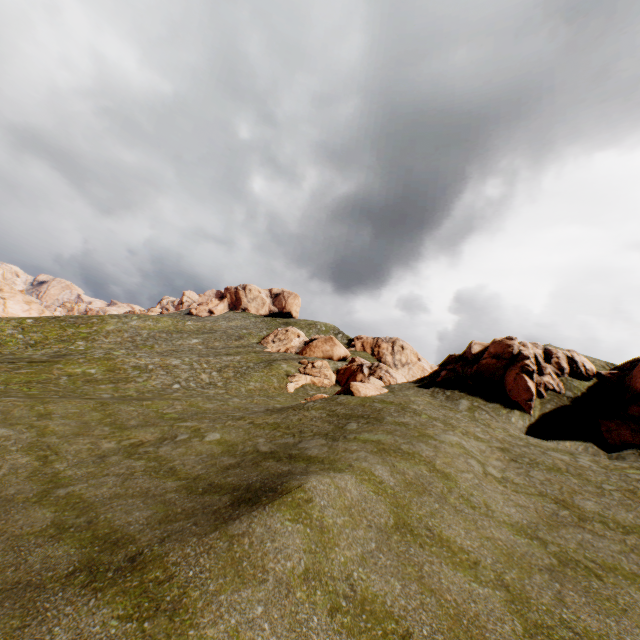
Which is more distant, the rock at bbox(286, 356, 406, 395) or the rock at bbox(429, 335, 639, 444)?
the rock at bbox(286, 356, 406, 395)

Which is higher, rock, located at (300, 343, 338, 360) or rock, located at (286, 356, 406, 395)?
rock, located at (300, 343, 338, 360)

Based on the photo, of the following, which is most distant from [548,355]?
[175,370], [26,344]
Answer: [26,344]

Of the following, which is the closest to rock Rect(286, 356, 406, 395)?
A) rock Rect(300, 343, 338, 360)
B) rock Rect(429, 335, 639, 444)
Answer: rock Rect(429, 335, 639, 444)

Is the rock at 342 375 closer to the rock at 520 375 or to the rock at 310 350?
the rock at 520 375

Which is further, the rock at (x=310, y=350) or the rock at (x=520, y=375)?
the rock at (x=310, y=350)
